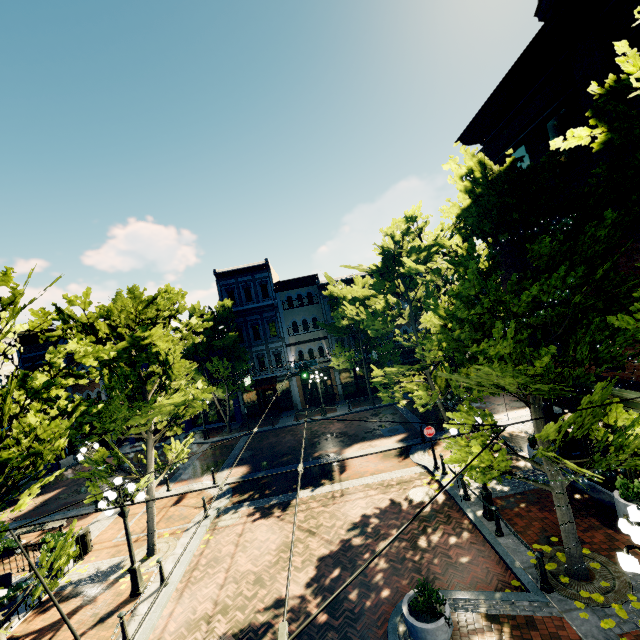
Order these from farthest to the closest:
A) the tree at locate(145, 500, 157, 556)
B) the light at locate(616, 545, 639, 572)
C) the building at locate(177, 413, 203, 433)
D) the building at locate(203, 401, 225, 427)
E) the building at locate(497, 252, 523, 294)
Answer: the building at locate(203, 401, 225, 427) < the building at locate(177, 413, 203, 433) < the building at locate(497, 252, 523, 294) < the tree at locate(145, 500, 157, 556) < the light at locate(616, 545, 639, 572)

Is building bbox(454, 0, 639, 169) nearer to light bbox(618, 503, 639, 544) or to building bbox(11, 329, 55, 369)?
building bbox(11, 329, 55, 369)

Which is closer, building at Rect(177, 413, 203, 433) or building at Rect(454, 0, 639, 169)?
building at Rect(454, 0, 639, 169)

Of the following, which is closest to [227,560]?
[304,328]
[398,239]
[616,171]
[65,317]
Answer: [65,317]

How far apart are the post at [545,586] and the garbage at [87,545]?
15.9m

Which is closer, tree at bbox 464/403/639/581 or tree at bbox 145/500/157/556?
tree at bbox 464/403/639/581

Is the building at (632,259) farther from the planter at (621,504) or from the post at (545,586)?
the planter at (621,504)
